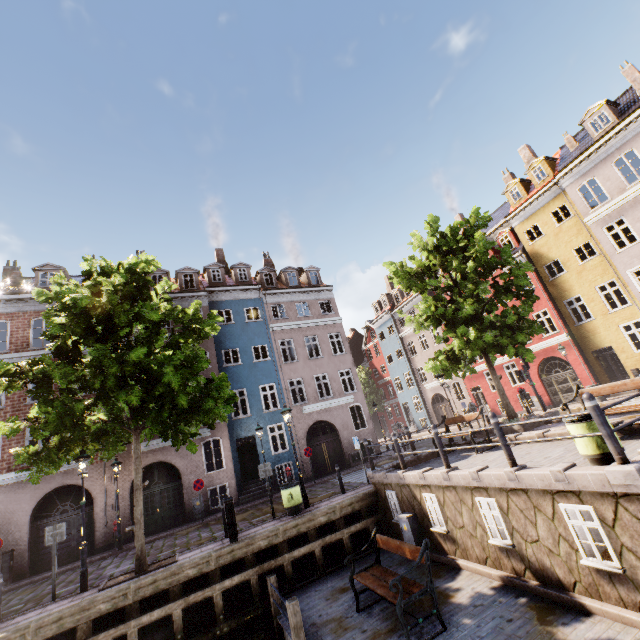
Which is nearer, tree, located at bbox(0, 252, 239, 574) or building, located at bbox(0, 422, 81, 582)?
tree, located at bbox(0, 252, 239, 574)

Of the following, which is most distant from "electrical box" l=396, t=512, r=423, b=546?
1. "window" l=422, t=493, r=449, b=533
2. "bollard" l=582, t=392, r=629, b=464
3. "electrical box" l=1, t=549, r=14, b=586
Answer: "electrical box" l=1, t=549, r=14, b=586

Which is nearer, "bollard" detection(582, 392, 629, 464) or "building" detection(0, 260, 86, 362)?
"bollard" detection(582, 392, 629, 464)

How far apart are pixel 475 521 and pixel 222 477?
14.7m

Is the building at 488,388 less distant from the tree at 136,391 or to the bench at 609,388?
the tree at 136,391

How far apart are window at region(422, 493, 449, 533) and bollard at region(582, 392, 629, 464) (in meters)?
4.69

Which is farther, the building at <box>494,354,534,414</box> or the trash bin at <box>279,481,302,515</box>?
the building at <box>494,354,534,414</box>

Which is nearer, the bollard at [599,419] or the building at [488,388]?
the bollard at [599,419]
